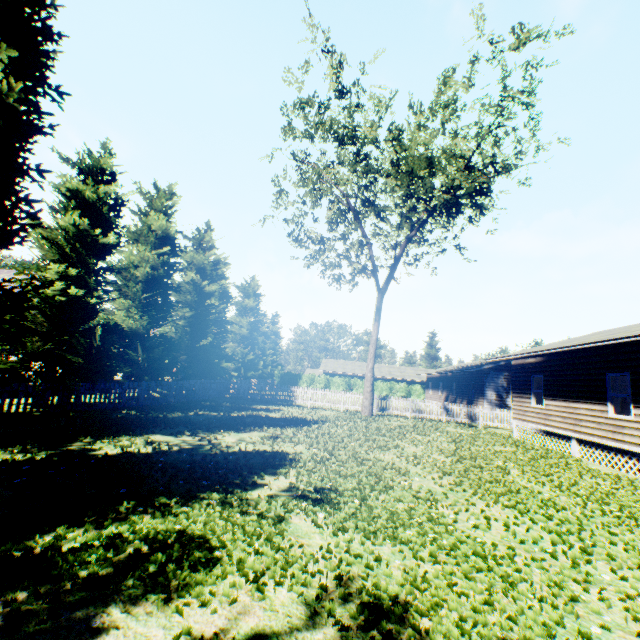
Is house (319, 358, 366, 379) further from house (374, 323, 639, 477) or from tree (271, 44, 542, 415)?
house (374, 323, 639, 477)

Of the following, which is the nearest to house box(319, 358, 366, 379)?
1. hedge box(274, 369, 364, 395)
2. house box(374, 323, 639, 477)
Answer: hedge box(274, 369, 364, 395)

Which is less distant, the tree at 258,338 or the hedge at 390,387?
the tree at 258,338

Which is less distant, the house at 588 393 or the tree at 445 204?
the house at 588 393

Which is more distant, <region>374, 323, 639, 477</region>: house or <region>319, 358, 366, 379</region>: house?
<region>319, 358, 366, 379</region>: house

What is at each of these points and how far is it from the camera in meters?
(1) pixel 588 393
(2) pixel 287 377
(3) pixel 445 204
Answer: (1) house, 12.9
(2) hedge, 49.9
(3) tree, 21.7

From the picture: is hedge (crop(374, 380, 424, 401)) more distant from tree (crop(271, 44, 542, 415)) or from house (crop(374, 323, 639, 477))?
house (crop(374, 323, 639, 477))
